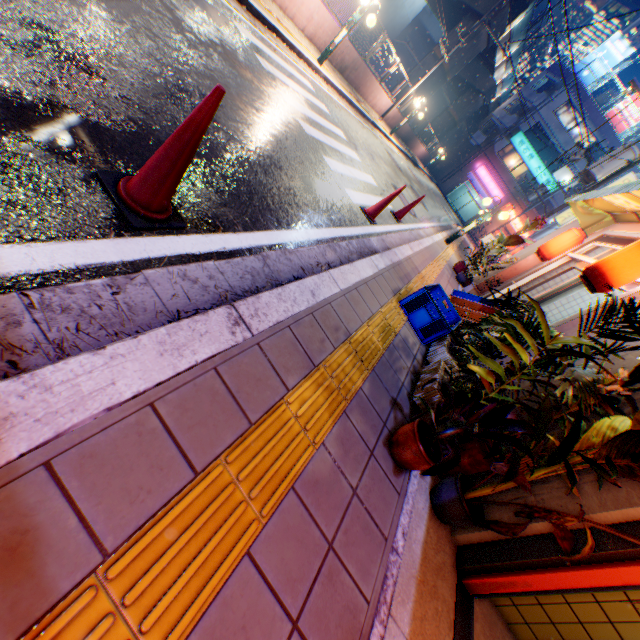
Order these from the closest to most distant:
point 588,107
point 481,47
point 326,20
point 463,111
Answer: point 326,20 → point 481,47 → point 588,107 → point 463,111

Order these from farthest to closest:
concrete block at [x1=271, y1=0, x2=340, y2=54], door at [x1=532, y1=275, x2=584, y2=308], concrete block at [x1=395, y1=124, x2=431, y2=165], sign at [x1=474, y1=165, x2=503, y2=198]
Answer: sign at [x1=474, y1=165, x2=503, y2=198], concrete block at [x1=395, y1=124, x2=431, y2=165], concrete block at [x1=271, y1=0, x2=340, y2=54], door at [x1=532, y1=275, x2=584, y2=308]

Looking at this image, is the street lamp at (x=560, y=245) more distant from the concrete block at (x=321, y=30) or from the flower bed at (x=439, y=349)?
the concrete block at (x=321, y=30)

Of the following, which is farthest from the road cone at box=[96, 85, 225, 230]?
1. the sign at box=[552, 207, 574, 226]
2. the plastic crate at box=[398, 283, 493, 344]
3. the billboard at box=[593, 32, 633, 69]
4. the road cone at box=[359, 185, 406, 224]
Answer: the billboard at box=[593, 32, 633, 69]

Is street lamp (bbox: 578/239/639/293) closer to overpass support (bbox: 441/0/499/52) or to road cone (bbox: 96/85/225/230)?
road cone (bbox: 96/85/225/230)

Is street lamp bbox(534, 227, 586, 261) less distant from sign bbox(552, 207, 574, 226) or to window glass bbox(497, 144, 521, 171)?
sign bbox(552, 207, 574, 226)

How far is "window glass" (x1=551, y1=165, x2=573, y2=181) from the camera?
35.4 meters

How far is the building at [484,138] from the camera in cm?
3434
